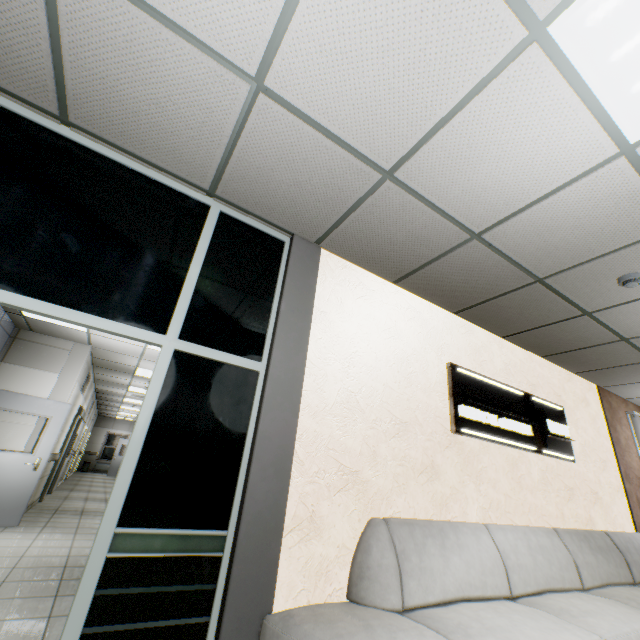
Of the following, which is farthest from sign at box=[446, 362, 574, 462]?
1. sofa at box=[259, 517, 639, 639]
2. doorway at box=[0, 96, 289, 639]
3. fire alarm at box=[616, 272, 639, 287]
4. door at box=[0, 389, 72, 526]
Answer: door at box=[0, 389, 72, 526]

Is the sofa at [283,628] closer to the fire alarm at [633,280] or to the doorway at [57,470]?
the fire alarm at [633,280]

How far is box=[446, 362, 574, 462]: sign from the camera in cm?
337

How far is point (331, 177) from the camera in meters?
2.3 m

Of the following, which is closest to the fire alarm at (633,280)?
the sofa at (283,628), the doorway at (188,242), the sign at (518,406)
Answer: the sign at (518,406)

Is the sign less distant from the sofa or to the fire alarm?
the sofa

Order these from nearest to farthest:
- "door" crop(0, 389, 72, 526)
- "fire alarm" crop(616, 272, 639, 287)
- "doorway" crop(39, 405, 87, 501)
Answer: "fire alarm" crop(616, 272, 639, 287)
"door" crop(0, 389, 72, 526)
"doorway" crop(39, 405, 87, 501)

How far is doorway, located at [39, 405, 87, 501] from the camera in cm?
819
